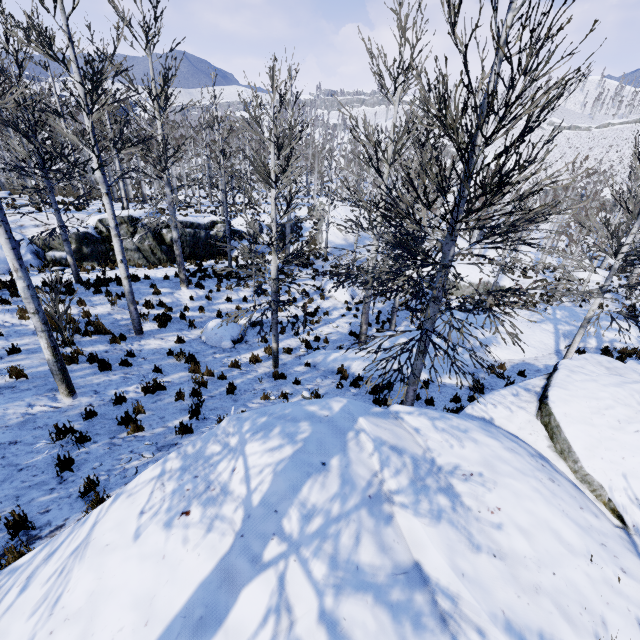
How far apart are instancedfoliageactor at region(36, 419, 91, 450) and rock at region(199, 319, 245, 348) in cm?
575

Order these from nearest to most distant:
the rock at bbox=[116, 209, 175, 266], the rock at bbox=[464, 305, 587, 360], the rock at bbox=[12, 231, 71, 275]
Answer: the rock at bbox=[464, 305, 587, 360] < the rock at bbox=[12, 231, 71, 275] < the rock at bbox=[116, 209, 175, 266]

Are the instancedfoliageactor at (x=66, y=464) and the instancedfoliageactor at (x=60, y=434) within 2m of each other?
yes

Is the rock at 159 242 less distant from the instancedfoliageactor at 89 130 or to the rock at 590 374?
the instancedfoliageactor at 89 130

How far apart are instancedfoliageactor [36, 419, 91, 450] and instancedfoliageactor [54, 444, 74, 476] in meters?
0.6 m

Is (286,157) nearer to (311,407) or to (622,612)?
(311,407)

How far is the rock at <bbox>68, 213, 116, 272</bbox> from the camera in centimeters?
1575cm

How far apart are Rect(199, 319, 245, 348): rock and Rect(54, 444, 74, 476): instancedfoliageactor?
6.6m
